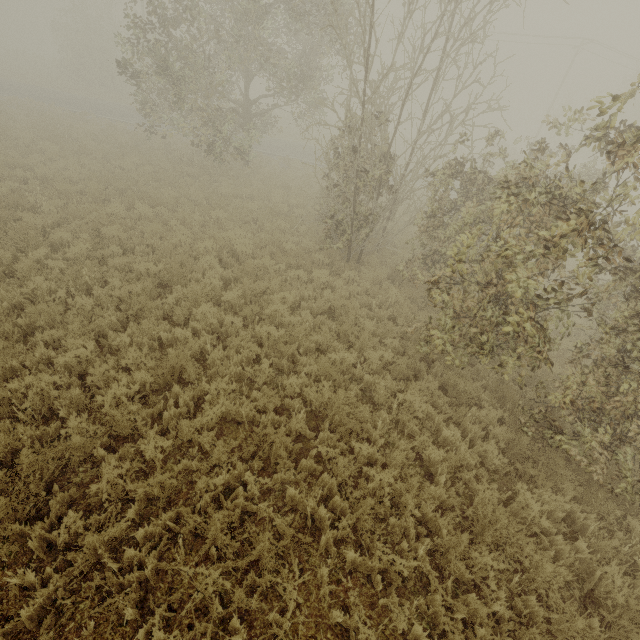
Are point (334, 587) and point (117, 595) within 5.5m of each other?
yes
